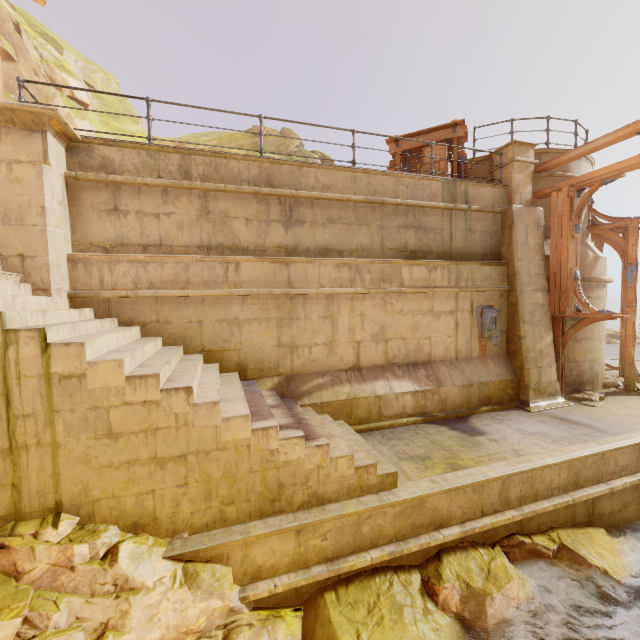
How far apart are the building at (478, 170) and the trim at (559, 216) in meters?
1.2 m

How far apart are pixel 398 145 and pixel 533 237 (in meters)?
4.89

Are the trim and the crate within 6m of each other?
yes

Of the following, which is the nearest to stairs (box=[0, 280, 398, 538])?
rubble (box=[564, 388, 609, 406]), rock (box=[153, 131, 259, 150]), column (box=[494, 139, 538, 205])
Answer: rubble (box=[564, 388, 609, 406])

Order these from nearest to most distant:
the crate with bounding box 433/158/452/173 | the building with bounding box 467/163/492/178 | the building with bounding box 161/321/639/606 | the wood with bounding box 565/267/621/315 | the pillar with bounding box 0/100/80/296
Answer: the building with bounding box 161/321/639/606
the pillar with bounding box 0/100/80/296
the wood with bounding box 565/267/621/315
the crate with bounding box 433/158/452/173
the building with bounding box 467/163/492/178

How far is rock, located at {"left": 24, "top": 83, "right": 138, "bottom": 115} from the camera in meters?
15.7 m

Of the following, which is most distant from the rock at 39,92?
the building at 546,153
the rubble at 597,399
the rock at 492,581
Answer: the rock at 492,581

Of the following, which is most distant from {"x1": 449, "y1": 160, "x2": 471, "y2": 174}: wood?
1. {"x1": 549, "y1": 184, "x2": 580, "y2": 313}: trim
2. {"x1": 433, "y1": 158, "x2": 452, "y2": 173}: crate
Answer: {"x1": 549, "y1": 184, "x2": 580, "y2": 313}: trim
